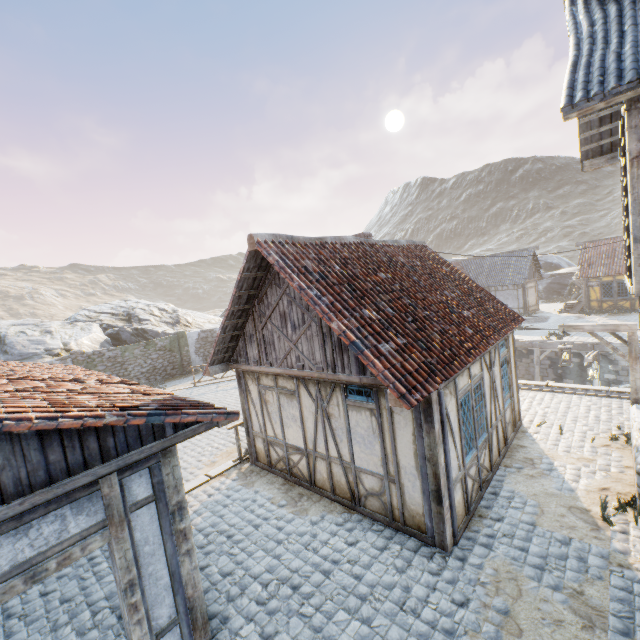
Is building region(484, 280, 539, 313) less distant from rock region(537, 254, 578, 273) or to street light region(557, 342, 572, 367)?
rock region(537, 254, 578, 273)

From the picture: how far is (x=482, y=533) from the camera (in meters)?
5.85

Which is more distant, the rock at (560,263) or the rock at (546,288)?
the rock at (560,263)

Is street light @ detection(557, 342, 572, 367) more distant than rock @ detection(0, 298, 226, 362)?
No

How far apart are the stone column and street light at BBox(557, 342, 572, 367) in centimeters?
2340cm

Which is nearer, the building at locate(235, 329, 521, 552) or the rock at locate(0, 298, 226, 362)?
the building at locate(235, 329, 521, 552)

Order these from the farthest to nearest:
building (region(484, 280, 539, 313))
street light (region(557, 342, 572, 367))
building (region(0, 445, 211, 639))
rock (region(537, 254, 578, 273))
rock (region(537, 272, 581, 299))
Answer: rock (region(537, 254, 578, 273)) → rock (region(537, 272, 581, 299)) → building (region(484, 280, 539, 313)) → street light (region(557, 342, 572, 367)) → building (region(0, 445, 211, 639))

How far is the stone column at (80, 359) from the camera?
19.1 meters
